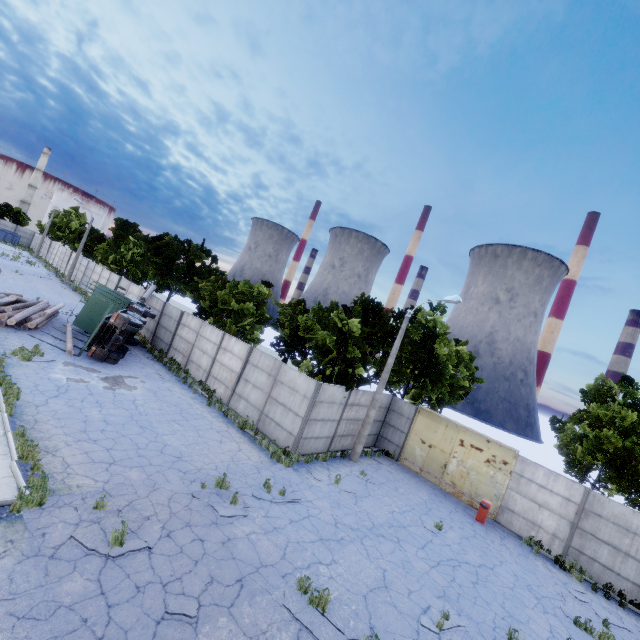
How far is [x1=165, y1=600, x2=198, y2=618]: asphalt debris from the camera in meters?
6.1

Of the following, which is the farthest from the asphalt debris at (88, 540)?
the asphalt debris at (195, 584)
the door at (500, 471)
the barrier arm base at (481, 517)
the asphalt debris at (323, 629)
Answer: the door at (500, 471)

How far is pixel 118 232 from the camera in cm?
4388

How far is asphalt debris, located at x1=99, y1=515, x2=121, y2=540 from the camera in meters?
7.3

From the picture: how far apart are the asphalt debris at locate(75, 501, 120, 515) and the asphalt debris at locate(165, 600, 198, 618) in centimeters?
101cm

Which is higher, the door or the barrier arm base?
the door

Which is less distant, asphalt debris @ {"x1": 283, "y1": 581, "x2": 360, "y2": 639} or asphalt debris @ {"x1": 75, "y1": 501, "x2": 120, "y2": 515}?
asphalt debris @ {"x1": 283, "y1": 581, "x2": 360, "y2": 639}

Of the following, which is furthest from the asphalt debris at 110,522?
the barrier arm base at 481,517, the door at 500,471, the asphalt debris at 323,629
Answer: the door at 500,471
